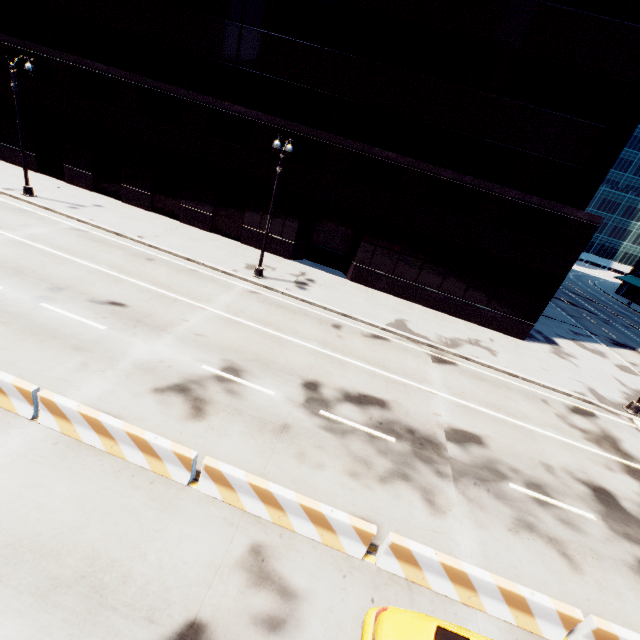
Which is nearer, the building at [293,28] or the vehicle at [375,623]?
the vehicle at [375,623]

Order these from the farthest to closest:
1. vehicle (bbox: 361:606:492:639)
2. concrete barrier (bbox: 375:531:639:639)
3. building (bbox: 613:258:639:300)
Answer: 1. building (bbox: 613:258:639:300)
2. concrete barrier (bbox: 375:531:639:639)
3. vehicle (bbox: 361:606:492:639)

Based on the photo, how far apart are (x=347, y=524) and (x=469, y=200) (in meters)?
19.19

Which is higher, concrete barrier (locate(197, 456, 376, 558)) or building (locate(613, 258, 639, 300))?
building (locate(613, 258, 639, 300))

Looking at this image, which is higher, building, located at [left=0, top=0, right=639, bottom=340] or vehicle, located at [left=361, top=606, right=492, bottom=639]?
building, located at [left=0, top=0, right=639, bottom=340]

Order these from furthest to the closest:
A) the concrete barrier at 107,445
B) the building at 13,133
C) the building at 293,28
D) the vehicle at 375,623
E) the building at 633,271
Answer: the building at 633,271, the building at 13,133, the building at 293,28, the concrete barrier at 107,445, the vehicle at 375,623

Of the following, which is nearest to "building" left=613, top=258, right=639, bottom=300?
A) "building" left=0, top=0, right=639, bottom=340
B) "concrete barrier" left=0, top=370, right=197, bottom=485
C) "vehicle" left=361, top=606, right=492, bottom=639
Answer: "building" left=0, top=0, right=639, bottom=340

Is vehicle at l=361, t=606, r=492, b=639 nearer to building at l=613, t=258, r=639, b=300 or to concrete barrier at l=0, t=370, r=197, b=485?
concrete barrier at l=0, t=370, r=197, b=485
